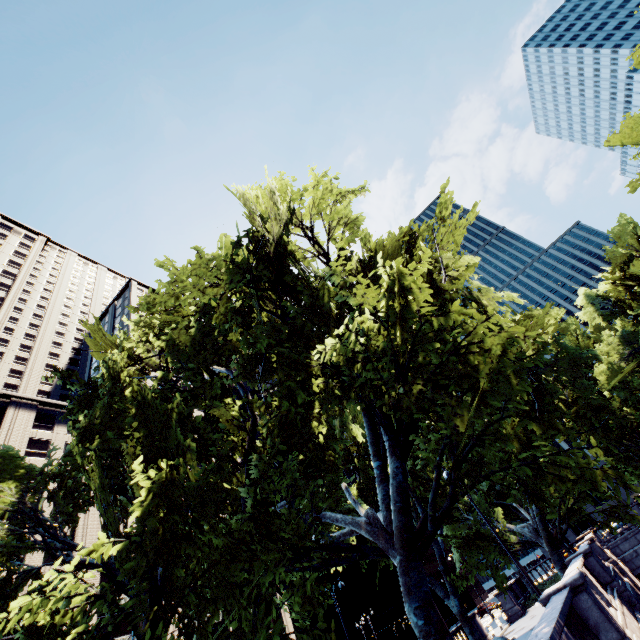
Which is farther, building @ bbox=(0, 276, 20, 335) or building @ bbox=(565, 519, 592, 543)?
building @ bbox=(565, 519, 592, 543)

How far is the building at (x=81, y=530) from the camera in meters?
38.3 m

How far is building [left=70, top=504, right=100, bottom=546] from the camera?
38.3m

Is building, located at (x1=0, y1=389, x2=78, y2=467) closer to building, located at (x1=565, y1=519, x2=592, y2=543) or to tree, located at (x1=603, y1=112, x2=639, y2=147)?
tree, located at (x1=603, y1=112, x2=639, y2=147)

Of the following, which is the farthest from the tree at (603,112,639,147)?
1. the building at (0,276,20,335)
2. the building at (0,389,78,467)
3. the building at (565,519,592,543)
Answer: the building at (0,276,20,335)

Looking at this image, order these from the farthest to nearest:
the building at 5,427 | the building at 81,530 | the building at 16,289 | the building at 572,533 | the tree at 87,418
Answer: the building at 572,533, the building at 16,289, the building at 5,427, the building at 81,530, the tree at 87,418

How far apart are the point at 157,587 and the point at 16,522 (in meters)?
8.85

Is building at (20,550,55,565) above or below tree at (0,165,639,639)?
above
